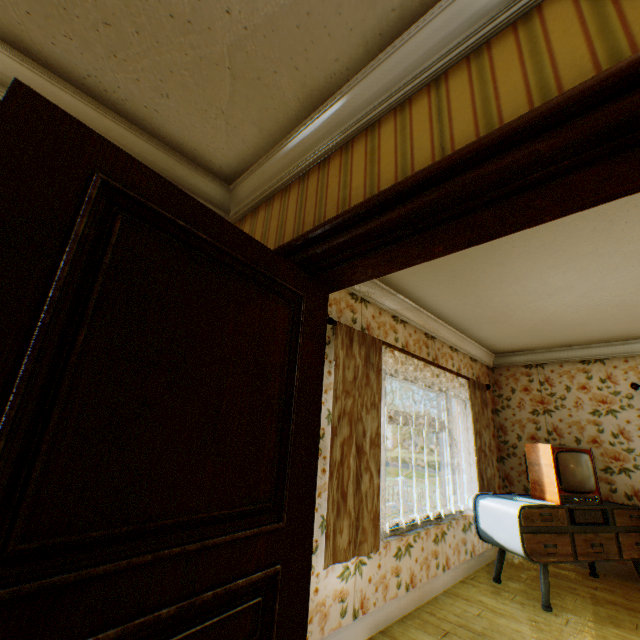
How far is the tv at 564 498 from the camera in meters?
3.9 m

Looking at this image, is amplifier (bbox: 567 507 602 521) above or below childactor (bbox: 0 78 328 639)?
below

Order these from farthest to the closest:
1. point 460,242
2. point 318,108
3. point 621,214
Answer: point 621,214, point 318,108, point 460,242

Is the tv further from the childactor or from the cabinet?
the childactor

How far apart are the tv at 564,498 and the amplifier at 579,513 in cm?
7

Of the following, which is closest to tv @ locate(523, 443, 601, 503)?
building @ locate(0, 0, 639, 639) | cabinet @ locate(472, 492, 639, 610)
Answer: cabinet @ locate(472, 492, 639, 610)

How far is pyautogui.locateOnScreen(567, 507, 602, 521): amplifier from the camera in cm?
370

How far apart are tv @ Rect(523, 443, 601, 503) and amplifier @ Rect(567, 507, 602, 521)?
0.1m
